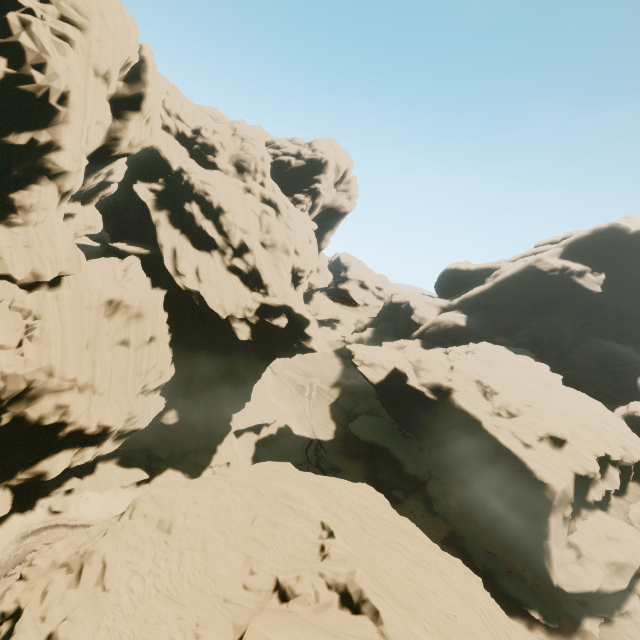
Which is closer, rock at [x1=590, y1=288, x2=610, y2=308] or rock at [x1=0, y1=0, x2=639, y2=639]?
rock at [x1=0, y1=0, x2=639, y2=639]

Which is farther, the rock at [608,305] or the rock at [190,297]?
the rock at [608,305]

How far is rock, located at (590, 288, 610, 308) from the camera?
59.8m

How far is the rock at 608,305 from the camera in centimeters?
5981cm

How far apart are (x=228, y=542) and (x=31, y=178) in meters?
26.4 m
